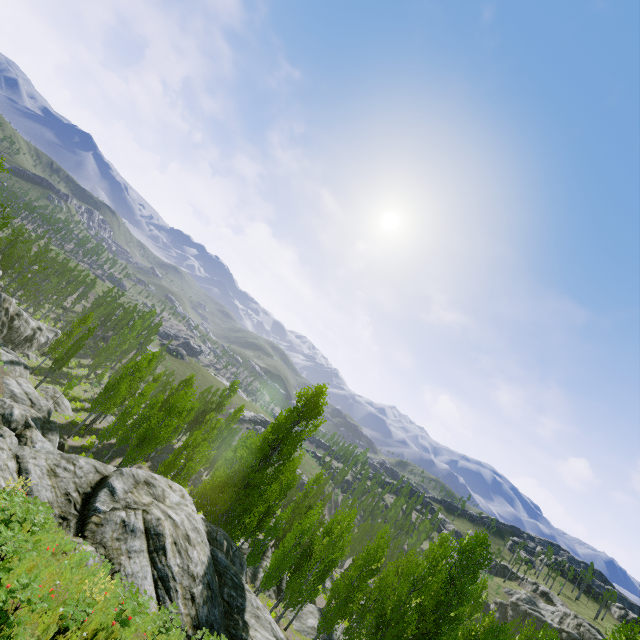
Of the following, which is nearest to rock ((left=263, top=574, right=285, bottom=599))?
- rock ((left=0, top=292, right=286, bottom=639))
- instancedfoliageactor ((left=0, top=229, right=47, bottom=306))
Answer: instancedfoliageactor ((left=0, top=229, right=47, bottom=306))

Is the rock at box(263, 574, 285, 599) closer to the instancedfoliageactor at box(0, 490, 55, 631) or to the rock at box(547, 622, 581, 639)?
the instancedfoliageactor at box(0, 490, 55, 631)

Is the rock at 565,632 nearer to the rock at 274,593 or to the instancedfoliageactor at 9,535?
the instancedfoliageactor at 9,535

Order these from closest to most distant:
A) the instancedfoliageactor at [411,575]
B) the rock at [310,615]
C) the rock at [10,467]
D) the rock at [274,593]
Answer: the rock at [10,467]
the instancedfoliageactor at [411,575]
the rock at [310,615]
the rock at [274,593]

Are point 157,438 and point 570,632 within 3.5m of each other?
no
